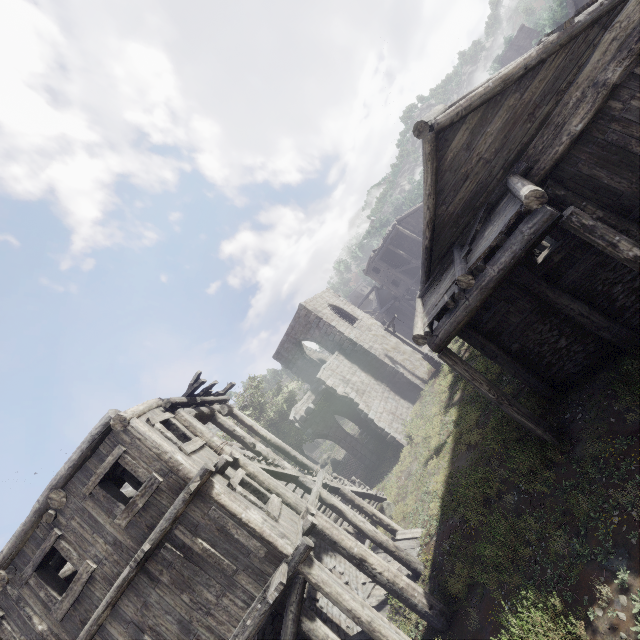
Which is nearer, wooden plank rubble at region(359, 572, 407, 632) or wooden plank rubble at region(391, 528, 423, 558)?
wooden plank rubble at region(359, 572, 407, 632)

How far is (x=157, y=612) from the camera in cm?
714

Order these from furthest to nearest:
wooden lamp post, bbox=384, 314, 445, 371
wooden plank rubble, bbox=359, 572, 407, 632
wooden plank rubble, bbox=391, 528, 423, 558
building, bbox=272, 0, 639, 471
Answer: wooden lamp post, bbox=384, 314, 445, 371, wooden plank rubble, bbox=391, 528, 423, 558, wooden plank rubble, bbox=359, 572, 407, 632, building, bbox=272, 0, 639, 471

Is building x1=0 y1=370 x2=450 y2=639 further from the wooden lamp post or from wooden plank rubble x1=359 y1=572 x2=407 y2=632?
the wooden lamp post

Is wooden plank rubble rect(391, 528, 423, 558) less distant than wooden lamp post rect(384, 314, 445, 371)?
Yes

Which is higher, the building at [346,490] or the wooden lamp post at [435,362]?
the building at [346,490]

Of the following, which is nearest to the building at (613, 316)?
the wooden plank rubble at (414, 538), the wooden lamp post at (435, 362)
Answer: the wooden plank rubble at (414, 538)
